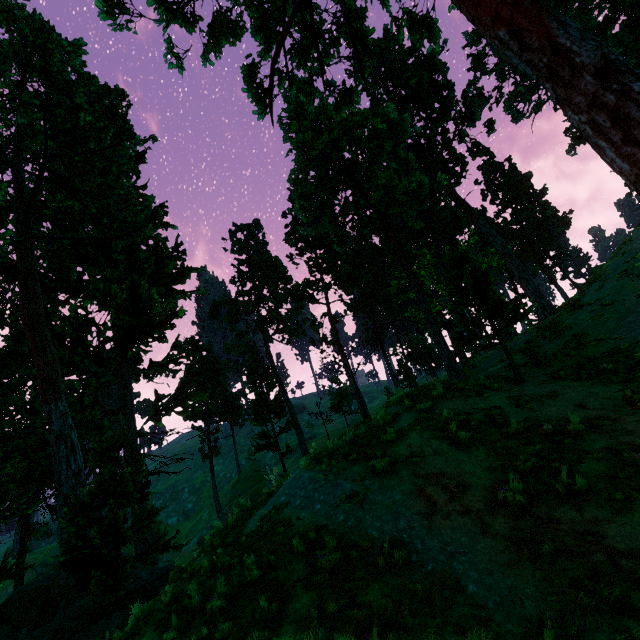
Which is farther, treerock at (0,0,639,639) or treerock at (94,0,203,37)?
treerock at (0,0,639,639)

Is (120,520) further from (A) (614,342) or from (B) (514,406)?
(A) (614,342)

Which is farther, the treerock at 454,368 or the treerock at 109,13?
the treerock at 454,368
